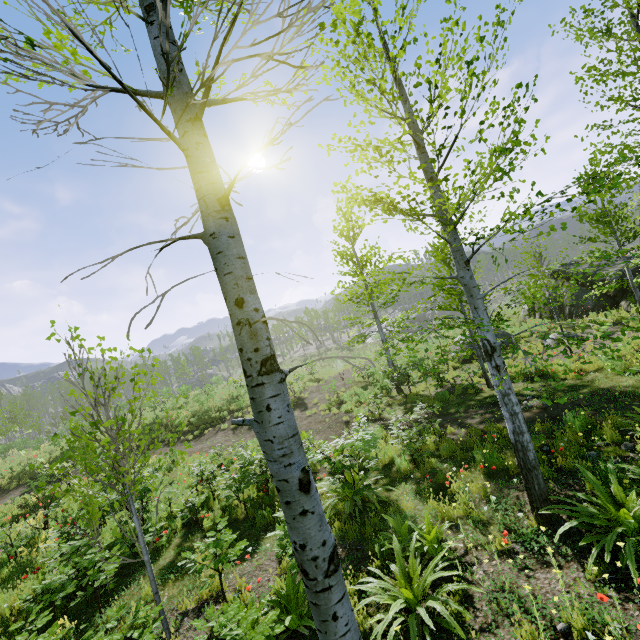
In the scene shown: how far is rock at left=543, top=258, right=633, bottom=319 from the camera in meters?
15.1 m

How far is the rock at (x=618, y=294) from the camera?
15.1 meters

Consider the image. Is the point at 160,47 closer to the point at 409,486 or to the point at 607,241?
the point at 409,486
